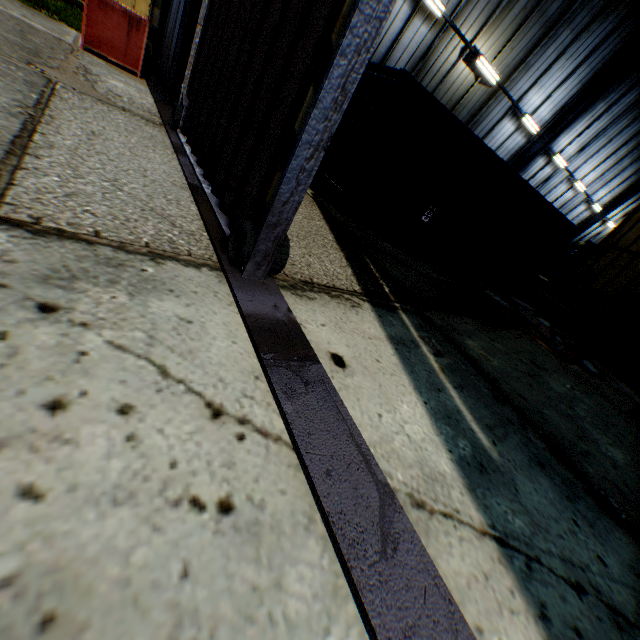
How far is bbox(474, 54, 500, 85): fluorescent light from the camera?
12.41m

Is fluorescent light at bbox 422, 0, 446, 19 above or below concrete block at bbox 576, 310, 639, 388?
above

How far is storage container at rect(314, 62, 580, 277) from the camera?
7.66m

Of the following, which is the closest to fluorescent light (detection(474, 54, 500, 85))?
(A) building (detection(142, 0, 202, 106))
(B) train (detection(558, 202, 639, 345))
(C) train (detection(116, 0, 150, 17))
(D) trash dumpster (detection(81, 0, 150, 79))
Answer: (A) building (detection(142, 0, 202, 106))

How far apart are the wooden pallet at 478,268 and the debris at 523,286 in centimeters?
159cm

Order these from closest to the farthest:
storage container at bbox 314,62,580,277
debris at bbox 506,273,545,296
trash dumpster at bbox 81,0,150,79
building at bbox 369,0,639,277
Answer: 1. trash dumpster at bbox 81,0,150,79
2. storage container at bbox 314,62,580,277
3. debris at bbox 506,273,545,296
4. building at bbox 369,0,639,277

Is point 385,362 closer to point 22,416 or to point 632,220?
point 22,416

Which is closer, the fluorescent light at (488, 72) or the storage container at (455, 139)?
the storage container at (455, 139)
